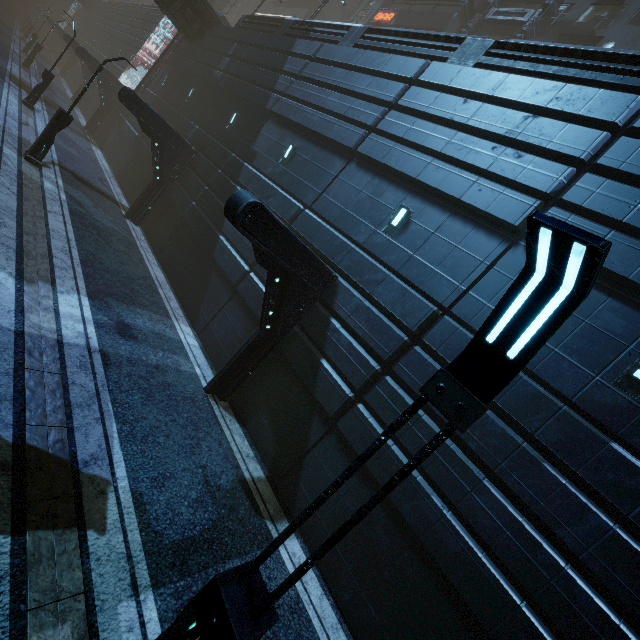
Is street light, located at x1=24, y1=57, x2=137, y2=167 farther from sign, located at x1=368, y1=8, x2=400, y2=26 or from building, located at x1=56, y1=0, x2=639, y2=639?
sign, located at x1=368, y1=8, x2=400, y2=26

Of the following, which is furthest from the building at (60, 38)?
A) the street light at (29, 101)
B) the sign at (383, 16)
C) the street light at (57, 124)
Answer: the street light at (29, 101)

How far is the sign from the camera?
27.6m

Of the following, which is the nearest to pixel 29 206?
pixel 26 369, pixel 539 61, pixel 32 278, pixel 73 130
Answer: pixel 32 278

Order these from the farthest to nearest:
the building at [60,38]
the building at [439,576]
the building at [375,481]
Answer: the building at [60,38], the building at [375,481], the building at [439,576]

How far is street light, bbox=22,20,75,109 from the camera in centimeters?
1869cm

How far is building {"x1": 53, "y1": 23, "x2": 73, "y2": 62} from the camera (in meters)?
30.92

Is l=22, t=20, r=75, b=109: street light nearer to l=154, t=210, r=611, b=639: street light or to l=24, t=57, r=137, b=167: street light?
l=24, t=57, r=137, b=167: street light
